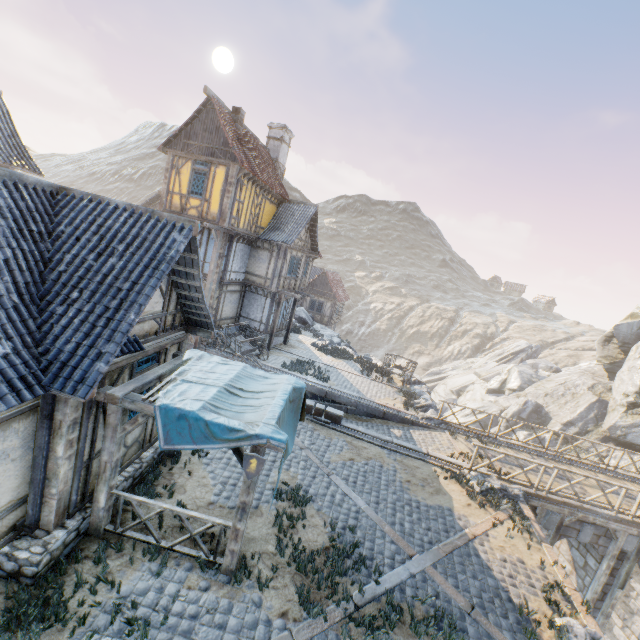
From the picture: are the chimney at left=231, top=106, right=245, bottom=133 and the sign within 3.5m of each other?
no

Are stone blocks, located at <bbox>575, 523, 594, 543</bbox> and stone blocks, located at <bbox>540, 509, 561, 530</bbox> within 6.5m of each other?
yes

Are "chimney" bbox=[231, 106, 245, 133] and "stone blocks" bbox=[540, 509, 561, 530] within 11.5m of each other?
no

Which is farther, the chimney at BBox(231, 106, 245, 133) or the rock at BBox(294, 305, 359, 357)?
the rock at BBox(294, 305, 359, 357)

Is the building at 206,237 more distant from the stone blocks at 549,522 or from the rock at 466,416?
the stone blocks at 549,522

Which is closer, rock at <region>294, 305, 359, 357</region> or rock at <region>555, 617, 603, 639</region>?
rock at <region>555, 617, 603, 639</region>

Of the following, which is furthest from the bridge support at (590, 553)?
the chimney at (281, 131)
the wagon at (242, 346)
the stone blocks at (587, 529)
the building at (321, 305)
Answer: the building at (321, 305)

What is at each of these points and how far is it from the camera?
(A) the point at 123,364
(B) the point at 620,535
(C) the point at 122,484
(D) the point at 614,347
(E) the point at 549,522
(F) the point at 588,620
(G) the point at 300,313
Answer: (A) building, 6.48m
(B) wooden structure, 11.85m
(C) stone foundation, 7.27m
(D) rock, 33.47m
(E) stone blocks, 11.94m
(F) stone blocks, 7.26m
(G) rock, 32.53m
